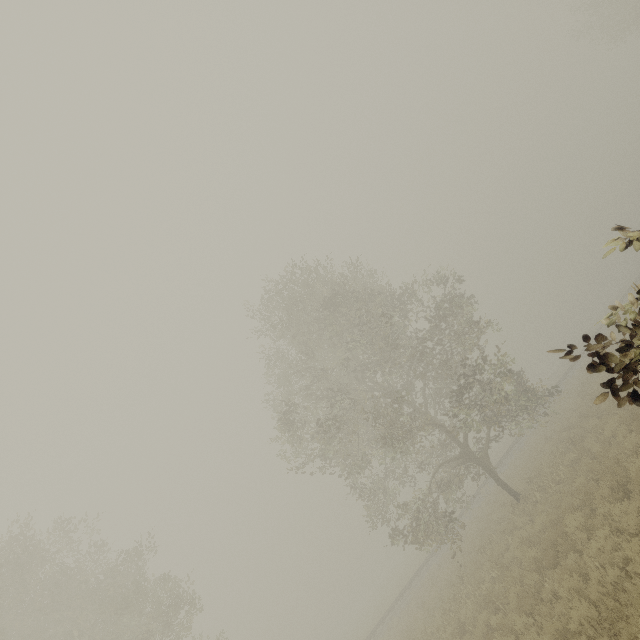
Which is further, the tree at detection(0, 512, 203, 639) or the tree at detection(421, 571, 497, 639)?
the tree at detection(0, 512, 203, 639)

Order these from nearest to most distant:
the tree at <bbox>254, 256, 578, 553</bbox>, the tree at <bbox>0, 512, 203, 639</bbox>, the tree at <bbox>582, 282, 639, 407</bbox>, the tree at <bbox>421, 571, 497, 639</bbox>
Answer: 1. the tree at <bbox>582, 282, 639, 407</bbox>
2. the tree at <bbox>421, 571, 497, 639</bbox>
3. the tree at <bbox>0, 512, 203, 639</bbox>
4. the tree at <bbox>254, 256, 578, 553</bbox>

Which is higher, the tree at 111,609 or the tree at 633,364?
the tree at 111,609

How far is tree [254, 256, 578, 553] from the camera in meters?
15.4 m

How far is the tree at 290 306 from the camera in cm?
1535

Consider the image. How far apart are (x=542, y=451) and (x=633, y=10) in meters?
37.2

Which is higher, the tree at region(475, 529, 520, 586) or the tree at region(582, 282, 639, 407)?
the tree at region(582, 282, 639, 407)
